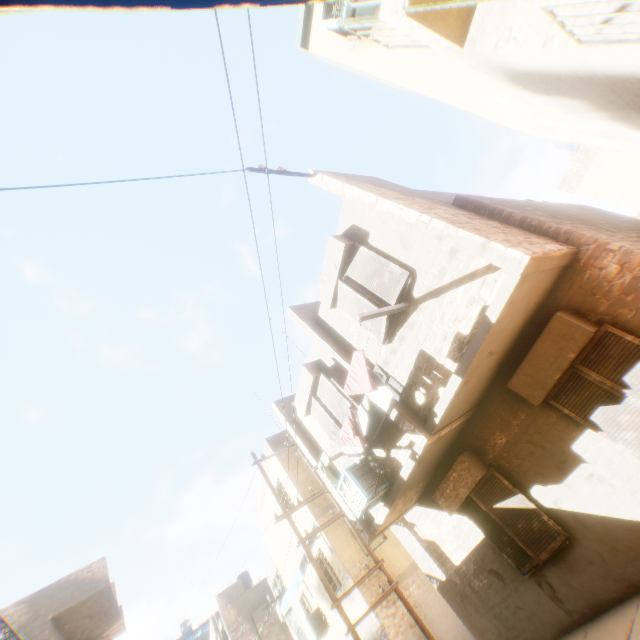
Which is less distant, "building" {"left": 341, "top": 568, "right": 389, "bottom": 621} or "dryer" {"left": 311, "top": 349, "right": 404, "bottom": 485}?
"dryer" {"left": 311, "top": 349, "right": 404, "bottom": 485}

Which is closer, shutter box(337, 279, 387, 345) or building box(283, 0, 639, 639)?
building box(283, 0, 639, 639)

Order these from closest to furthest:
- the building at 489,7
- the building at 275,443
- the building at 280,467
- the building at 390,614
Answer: the building at 489,7 < the building at 390,614 < the building at 280,467 < the building at 275,443

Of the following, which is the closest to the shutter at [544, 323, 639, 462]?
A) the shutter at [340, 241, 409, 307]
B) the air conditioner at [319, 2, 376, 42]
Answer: the shutter at [340, 241, 409, 307]

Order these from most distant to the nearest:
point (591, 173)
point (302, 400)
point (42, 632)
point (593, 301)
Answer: point (591, 173), point (42, 632), point (302, 400), point (593, 301)

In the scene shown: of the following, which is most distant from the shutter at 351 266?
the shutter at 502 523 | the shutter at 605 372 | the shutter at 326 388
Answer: the shutter at 502 523

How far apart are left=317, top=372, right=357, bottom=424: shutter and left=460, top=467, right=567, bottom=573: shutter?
2.96m

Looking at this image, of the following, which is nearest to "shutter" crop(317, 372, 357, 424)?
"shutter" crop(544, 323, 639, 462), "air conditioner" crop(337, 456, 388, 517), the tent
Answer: "air conditioner" crop(337, 456, 388, 517)
